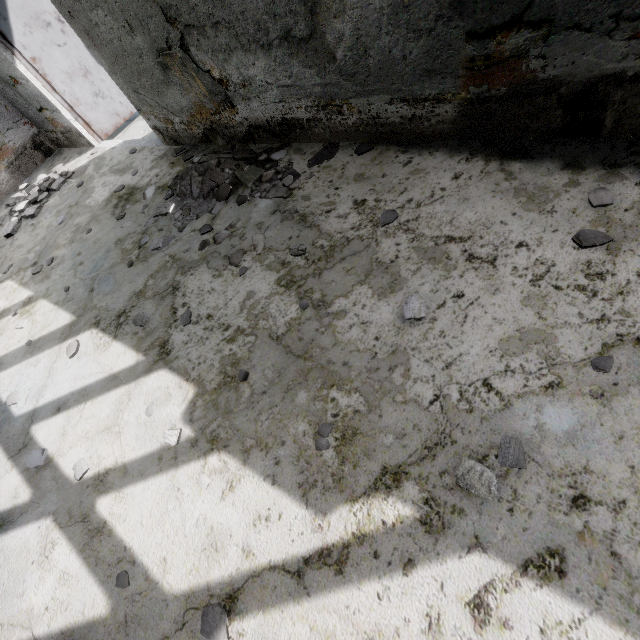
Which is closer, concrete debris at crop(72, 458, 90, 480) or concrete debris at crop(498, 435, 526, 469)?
concrete debris at crop(498, 435, 526, 469)

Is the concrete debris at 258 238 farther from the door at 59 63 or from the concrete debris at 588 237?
the door at 59 63

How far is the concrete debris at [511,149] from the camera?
2.63m

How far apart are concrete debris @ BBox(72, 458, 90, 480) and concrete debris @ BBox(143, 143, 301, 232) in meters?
2.0

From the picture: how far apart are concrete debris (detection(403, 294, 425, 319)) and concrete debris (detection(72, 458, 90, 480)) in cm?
275

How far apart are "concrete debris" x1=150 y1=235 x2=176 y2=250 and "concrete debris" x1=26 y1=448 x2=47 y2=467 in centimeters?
224cm

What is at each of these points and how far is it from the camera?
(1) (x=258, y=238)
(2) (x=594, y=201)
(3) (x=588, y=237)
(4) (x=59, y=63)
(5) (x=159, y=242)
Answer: (1) concrete debris, 3.26m
(2) concrete debris, 2.17m
(3) concrete debris, 2.06m
(4) door, 5.64m
(5) concrete debris, 3.82m

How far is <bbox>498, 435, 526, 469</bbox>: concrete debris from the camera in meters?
1.6 m
